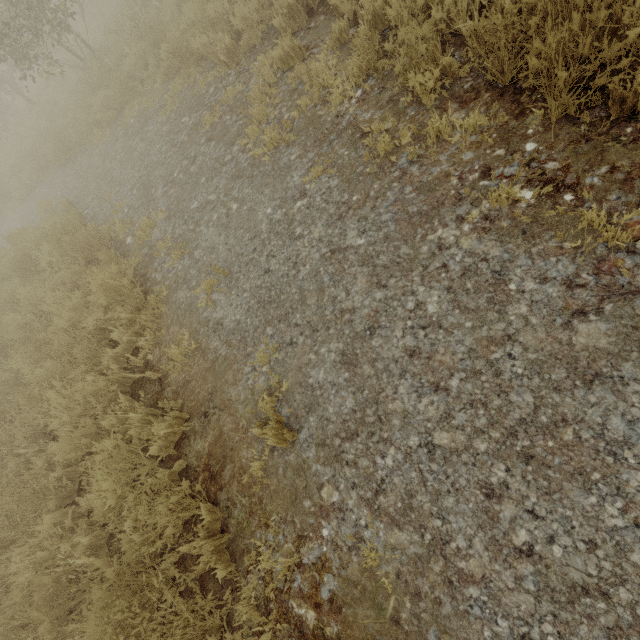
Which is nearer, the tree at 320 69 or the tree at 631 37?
the tree at 631 37

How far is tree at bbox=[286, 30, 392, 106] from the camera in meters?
3.8

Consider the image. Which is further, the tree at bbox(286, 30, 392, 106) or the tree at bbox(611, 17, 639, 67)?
the tree at bbox(286, 30, 392, 106)

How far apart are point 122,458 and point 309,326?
2.3 meters

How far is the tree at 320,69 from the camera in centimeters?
384cm

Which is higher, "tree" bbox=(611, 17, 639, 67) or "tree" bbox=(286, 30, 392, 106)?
"tree" bbox=(611, 17, 639, 67)
